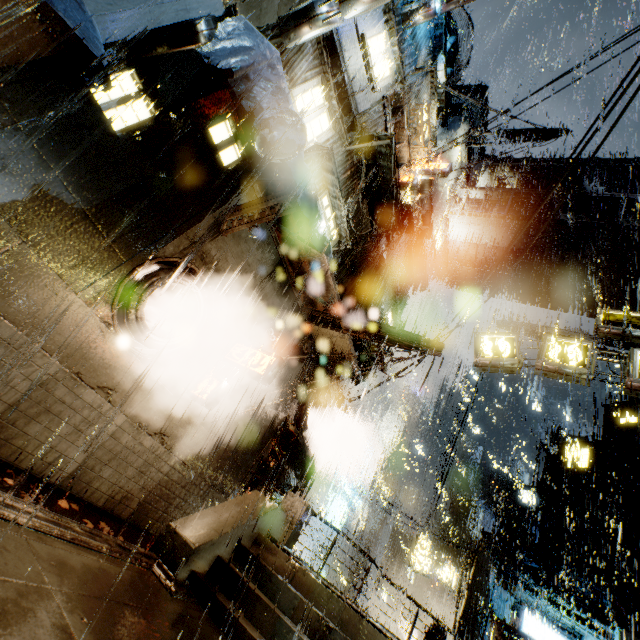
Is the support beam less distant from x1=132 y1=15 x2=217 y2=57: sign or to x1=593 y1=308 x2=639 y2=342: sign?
x1=593 y1=308 x2=639 y2=342: sign

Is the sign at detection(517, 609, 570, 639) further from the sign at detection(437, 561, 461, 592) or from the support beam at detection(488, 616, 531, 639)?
the support beam at detection(488, 616, 531, 639)

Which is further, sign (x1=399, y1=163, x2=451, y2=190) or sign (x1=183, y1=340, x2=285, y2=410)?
sign (x1=399, y1=163, x2=451, y2=190)

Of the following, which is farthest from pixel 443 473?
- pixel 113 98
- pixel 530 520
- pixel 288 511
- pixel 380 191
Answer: pixel 530 520

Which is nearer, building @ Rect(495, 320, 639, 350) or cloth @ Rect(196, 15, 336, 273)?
cloth @ Rect(196, 15, 336, 273)

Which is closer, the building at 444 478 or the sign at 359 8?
the sign at 359 8

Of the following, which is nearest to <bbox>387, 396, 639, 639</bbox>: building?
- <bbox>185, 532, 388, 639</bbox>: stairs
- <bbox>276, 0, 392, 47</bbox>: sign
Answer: <bbox>276, 0, 392, 47</bbox>: sign

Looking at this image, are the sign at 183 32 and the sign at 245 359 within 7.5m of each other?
yes
